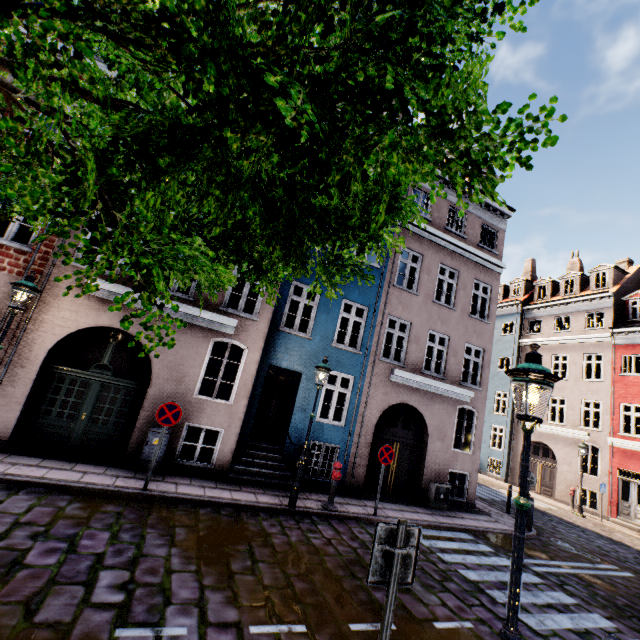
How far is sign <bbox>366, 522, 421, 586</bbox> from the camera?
2.8m

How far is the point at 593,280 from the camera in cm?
2248

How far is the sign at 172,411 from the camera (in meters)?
A: 7.39

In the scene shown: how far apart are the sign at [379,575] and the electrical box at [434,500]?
9.92m

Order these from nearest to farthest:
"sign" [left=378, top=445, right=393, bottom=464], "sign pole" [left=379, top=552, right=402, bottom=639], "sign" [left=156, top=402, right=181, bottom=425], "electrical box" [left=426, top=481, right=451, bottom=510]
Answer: "sign pole" [left=379, top=552, right=402, bottom=639]
"sign" [left=156, top=402, right=181, bottom=425]
"sign" [left=378, top=445, right=393, bottom=464]
"electrical box" [left=426, top=481, right=451, bottom=510]

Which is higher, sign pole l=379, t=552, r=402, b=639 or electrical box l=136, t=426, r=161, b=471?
sign pole l=379, t=552, r=402, b=639

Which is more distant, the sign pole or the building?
the building

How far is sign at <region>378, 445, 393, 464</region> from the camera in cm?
938
